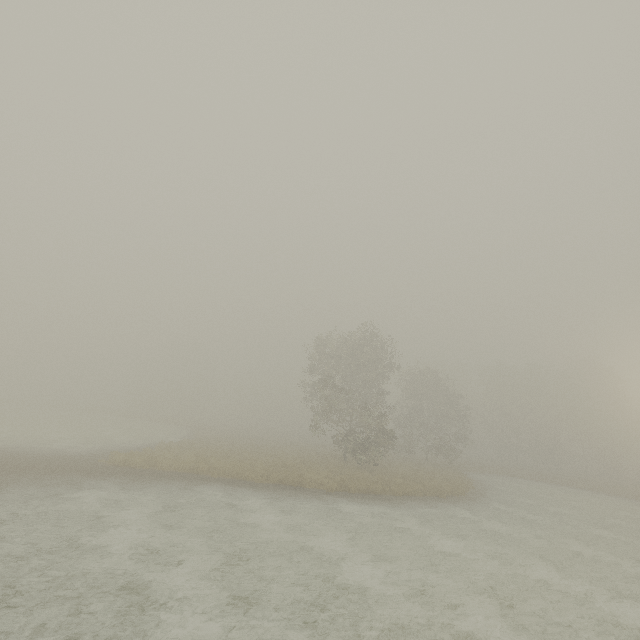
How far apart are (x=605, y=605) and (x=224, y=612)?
10.61m
